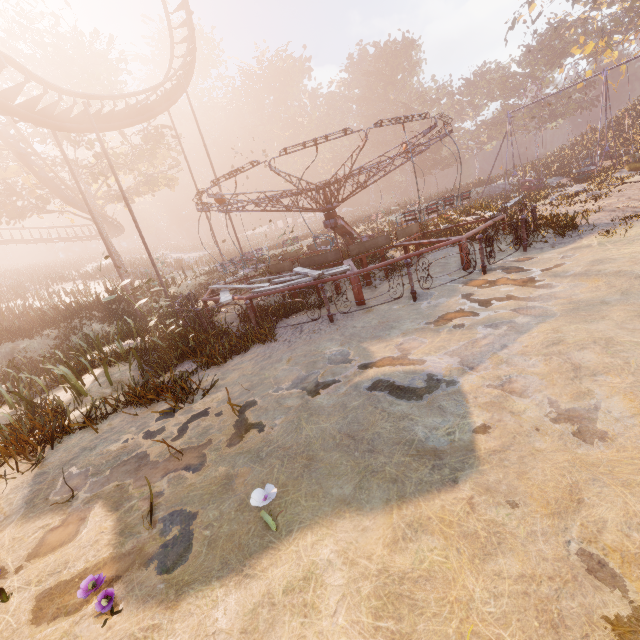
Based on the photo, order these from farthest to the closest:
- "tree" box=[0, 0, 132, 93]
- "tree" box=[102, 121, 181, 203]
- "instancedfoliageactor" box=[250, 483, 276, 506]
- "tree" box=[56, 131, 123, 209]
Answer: "tree" box=[102, 121, 181, 203], "tree" box=[56, 131, 123, 209], "tree" box=[0, 0, 132, 93], "instancedfoliageactor" box=[250, 483, 276, 506]

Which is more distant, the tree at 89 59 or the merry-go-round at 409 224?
the tree at 89 59

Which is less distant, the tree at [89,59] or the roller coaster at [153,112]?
the roller coaster at [153,112]

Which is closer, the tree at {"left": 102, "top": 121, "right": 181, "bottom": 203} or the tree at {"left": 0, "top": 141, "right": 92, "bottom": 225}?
the tree at {"left": 0, "top": 141, "right": 92, "bottom": 225}

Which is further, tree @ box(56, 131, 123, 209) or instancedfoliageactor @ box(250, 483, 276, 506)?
tree @ box(56, 131, 123, 209)

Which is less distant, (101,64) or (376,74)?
(101,64)

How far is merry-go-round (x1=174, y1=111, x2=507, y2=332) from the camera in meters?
8.1 m

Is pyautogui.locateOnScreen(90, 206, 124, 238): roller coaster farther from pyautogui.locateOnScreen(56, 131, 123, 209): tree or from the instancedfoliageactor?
the instancedfoliageactor
